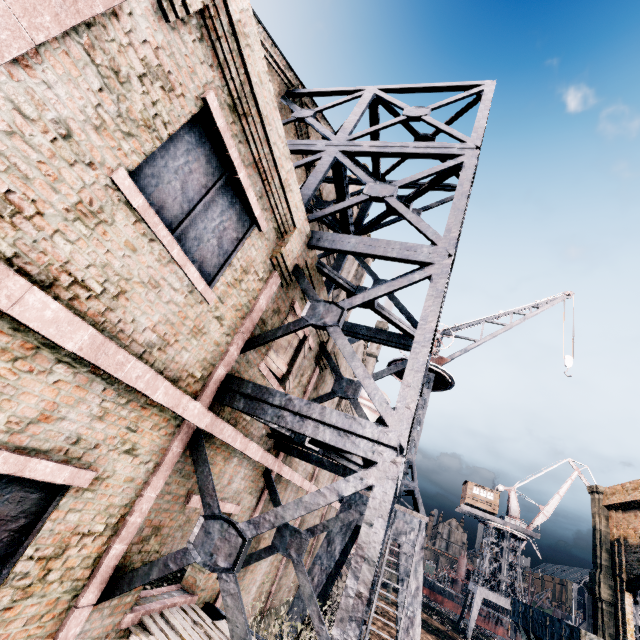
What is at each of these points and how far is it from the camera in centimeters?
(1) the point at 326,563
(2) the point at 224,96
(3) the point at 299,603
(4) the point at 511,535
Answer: (1) crane, 1083cm
(2) building, 448cm
(3) crane, 1023cm
(4) crane, 4972cm

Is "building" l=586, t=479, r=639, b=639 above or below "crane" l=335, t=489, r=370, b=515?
above

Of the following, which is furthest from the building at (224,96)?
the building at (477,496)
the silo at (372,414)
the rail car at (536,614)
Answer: the building at (477,496)

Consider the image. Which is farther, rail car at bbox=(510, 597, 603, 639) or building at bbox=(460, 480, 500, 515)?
building at bbox=(460, 480, 500, 515)

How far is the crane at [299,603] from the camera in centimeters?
990cm

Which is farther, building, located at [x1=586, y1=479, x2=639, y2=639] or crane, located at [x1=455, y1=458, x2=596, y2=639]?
crane, located at [x1=455, y1=458, x2=596, y2=639]

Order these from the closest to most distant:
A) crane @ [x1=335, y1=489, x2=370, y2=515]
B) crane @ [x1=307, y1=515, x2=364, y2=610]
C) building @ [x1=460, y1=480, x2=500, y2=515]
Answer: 1. crane @ [x1=307, y1=515, x2=364, y2=610]
2. crane @ [x1=335, y1=489, x2=370, y2=515]
3. building @ [x1=460, y1=480, x2=500, y2=515]

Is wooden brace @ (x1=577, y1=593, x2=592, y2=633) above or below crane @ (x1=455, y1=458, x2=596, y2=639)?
above
